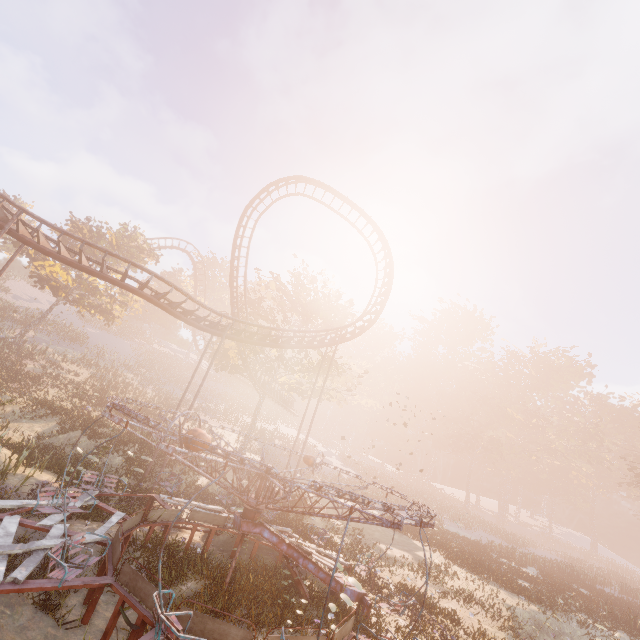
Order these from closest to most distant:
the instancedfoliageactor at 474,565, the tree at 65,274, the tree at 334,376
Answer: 1. the instancedfoliageactor at 474,565
2. the tree at 65,274
3. the tree at 334,376

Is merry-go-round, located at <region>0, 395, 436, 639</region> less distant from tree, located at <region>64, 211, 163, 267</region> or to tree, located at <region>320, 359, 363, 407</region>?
tree, located at <region>320, 359, 363, 407</region>

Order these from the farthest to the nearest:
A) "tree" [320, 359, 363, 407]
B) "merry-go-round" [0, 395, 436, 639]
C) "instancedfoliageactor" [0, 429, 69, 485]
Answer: "tree" [320, 359, 363, 407]
"instancedfoliageactor" [0, 429, 69, 485]
"merry-go-round" [0, 395, 436, 639]

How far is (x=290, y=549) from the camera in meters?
9.9

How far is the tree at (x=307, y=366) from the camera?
29.3 meters

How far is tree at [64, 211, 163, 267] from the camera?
31.03m

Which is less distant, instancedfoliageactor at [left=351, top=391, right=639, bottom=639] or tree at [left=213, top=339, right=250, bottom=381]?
instancedfoliageactor at [left=351, top=391, right=639, bottom=639]

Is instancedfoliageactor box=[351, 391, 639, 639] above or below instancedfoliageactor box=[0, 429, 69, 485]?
above
